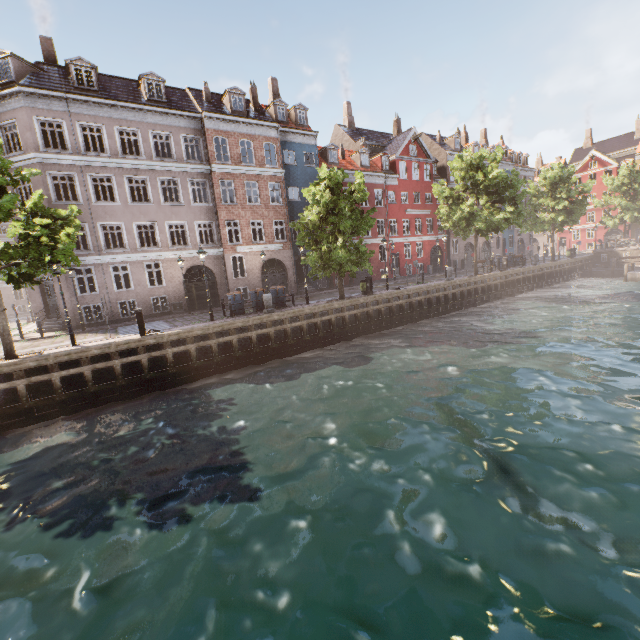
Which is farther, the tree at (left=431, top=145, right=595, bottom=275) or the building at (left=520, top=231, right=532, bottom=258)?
the building at (left=520, top=231, right=532, bottom=258)

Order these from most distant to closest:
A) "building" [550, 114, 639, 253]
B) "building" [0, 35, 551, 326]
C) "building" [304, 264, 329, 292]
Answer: "building" [550, 114, 639, 253], "building" [304, 264, 329, 292], "building" [0, 35, 551, 326]

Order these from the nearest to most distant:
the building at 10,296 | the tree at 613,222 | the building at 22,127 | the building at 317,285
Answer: the building at 22,127 → the building at 317,285 → the tree at 613,222 → the building at 10,296

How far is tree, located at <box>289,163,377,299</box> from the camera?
18.2 meters

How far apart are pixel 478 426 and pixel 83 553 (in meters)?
9.18

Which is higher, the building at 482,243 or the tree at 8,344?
the building at 482,243

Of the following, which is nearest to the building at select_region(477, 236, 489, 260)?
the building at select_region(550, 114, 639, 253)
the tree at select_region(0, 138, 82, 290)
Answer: the tree at select_region(0, 138, 82, 290)
